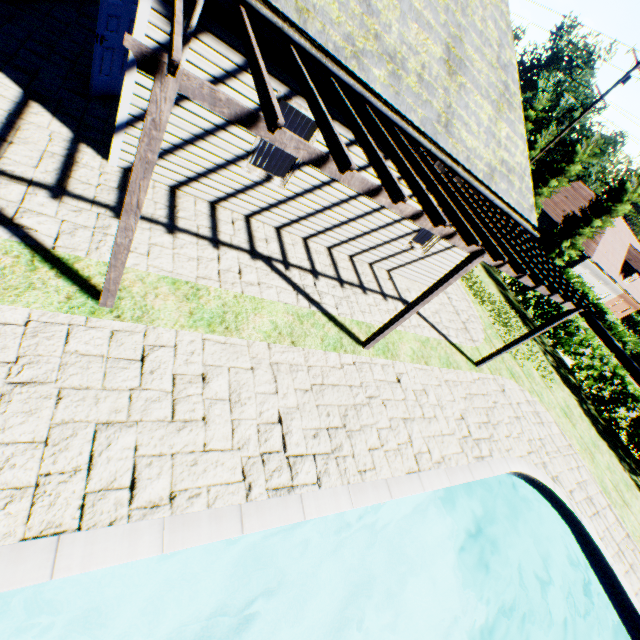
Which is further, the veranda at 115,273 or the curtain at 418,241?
the curtain at 418,241

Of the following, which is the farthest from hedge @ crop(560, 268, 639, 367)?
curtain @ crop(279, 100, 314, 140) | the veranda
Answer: curtain @ crop(279, 100, 314, 140)

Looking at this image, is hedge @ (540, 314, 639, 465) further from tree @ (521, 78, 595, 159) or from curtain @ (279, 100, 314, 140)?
curtain @ (279, 100, 314, 140)

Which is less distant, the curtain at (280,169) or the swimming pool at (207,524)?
the swimming pool at (207,524)

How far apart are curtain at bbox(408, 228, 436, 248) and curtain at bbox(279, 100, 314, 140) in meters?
3.9 m

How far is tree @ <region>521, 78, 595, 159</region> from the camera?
35.0 meters

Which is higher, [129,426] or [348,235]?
[348,235]
